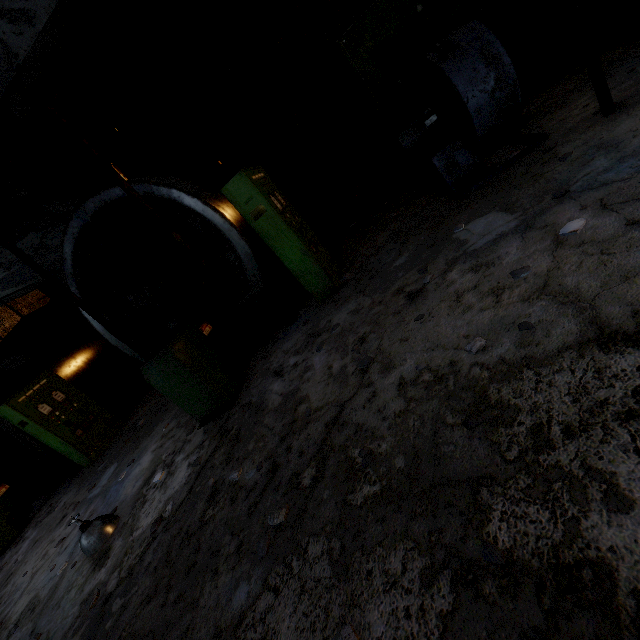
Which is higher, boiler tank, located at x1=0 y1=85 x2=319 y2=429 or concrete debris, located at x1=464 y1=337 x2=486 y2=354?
boiler tank, located at x1=0 y1=85 x2=319 y2=429

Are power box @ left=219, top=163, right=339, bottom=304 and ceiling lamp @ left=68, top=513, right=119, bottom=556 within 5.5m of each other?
yes

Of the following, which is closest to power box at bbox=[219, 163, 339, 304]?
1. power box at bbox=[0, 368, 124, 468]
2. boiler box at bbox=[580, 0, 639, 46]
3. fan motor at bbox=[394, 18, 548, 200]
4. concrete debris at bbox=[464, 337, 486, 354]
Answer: fan motor at bbox=[394, 18, 548, 200]

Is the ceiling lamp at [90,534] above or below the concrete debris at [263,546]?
above

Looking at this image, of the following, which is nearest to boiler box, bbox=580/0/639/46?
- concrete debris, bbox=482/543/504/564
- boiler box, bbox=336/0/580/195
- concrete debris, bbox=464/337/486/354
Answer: boiler box, bbox=336/0/580/195

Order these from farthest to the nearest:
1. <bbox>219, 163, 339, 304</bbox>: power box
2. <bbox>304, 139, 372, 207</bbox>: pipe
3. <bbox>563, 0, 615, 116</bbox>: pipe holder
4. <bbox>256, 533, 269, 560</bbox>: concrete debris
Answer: <bbox>304, 139, 372, 207</bbox>: pipe → <bbox>219, 163, 339, 304</bbox>: power box → <bbox>563, 0, 615, 116</bbox>: pipe holder → <bbox>256, 533, 269, 560</bbox>: concrete debris

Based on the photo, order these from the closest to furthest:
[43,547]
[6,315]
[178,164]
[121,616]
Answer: [121,616], [43,547], [178,164], [6,315]

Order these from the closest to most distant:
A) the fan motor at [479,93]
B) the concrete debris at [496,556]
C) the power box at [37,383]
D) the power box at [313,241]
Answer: the concrete debris at [496,556]
the fan motor at [479,93]
the power box at [313,241]
the power box at [37,383]
